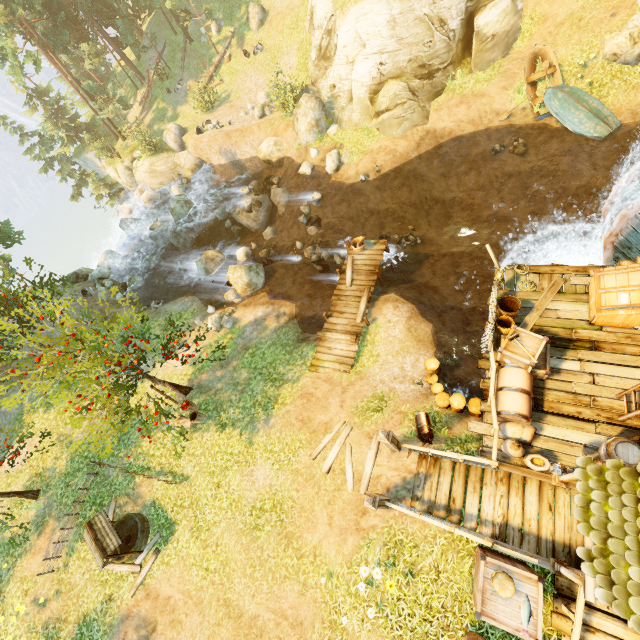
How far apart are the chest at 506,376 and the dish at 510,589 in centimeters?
318cm

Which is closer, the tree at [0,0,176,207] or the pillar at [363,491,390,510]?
the pillar at [363,491,390,510]

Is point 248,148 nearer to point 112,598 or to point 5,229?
point 5,229

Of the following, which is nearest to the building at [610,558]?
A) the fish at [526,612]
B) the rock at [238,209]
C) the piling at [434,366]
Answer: the fish at [526,612]

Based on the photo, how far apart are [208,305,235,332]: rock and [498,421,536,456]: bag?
12.7m

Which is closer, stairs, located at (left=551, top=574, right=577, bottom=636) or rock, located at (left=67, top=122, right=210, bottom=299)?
stairs, located at (left=551, top=574, right=577, bottom=636)

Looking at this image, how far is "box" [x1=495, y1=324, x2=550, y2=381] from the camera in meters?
7.8

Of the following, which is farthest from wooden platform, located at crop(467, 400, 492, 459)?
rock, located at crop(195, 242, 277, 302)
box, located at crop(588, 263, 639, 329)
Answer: rock, located at crop(195, 242, 277, 302)
